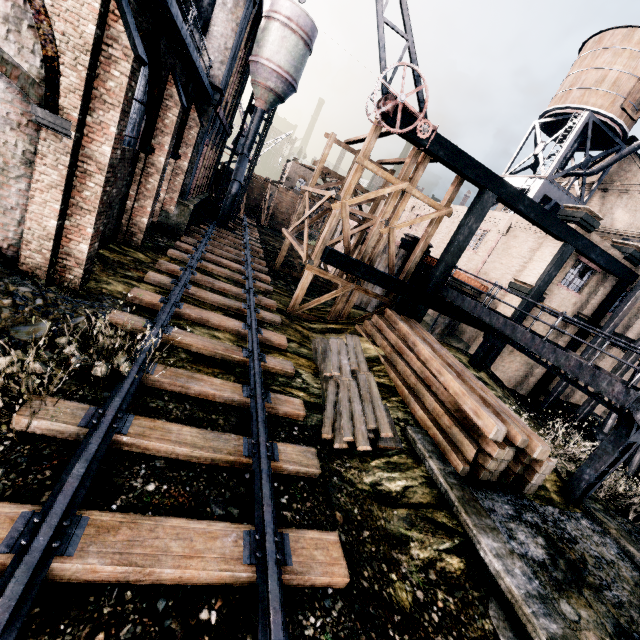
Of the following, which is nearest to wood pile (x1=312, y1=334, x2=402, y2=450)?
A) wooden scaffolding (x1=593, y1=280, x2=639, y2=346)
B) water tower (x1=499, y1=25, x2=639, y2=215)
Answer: wooden scaffolding (x1=593, y1=280, x2=639, y2=346)

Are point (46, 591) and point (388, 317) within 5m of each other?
no

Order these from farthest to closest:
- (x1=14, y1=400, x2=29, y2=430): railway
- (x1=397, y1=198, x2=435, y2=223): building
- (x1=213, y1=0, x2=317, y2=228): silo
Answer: (x1=397, y1=198, x2=435, y2=223): building, (x1=213, y1=0, x2=317, y2=228): silo, (x1=14, y1=400, x2=29, y2=430): railway

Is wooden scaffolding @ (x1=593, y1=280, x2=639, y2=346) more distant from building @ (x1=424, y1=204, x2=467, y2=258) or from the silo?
the silo

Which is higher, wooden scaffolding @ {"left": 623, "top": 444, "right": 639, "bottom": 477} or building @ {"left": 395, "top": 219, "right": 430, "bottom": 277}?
building @ {"left": 395, "top": 219, "right": 430, "bottom": 277}

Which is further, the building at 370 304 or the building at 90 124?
the building at 370 304

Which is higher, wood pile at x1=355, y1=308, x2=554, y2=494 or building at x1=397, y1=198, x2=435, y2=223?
building at x1=397, y1=198, x2=435, y2=223

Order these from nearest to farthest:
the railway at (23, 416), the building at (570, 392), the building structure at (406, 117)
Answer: the railway at (23, 416) → the building structure at (406, 117) → the building at (570, 392)
